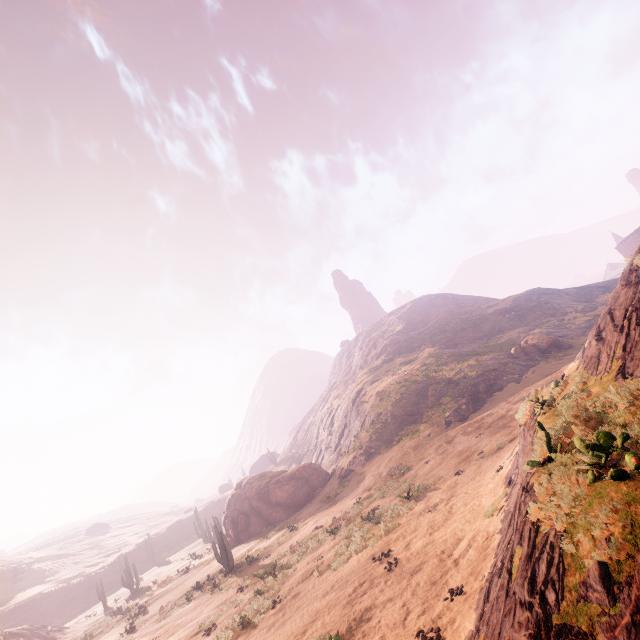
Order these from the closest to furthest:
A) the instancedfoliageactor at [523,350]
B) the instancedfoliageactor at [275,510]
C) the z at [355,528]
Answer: the z at [355,528], the instancedfoliageactor at [275,510], the instancedfoliageactor at [523,350]

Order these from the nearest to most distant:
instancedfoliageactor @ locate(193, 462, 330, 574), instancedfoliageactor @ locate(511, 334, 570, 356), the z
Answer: the z, instancedfoliageactor @ locate(193, 462, 330, 574), instancedfoliageactor @ locate(511, 334, 570, 356)

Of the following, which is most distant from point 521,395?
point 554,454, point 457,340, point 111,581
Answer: point 111,581

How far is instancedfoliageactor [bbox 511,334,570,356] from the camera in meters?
34.8 m

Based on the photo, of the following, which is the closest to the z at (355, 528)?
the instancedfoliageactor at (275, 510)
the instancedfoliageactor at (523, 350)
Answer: the instancedfoliageactor at (523, 350)

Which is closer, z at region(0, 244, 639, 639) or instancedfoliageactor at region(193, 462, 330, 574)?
z at region(0, 244, 639, 639)

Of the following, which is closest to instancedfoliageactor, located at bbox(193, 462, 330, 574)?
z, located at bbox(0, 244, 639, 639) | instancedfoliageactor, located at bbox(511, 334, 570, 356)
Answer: z, located at bbox(0, 244, 639, 639)
